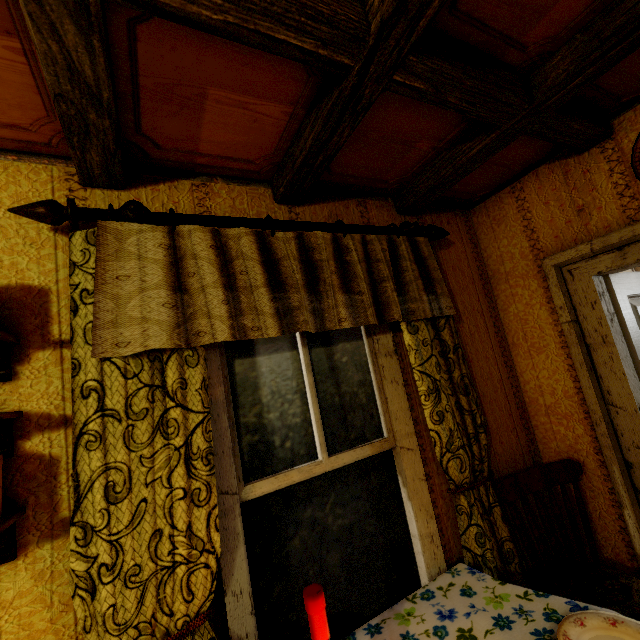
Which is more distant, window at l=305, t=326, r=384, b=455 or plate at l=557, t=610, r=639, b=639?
window at l=305, t=326, r=384, b=455

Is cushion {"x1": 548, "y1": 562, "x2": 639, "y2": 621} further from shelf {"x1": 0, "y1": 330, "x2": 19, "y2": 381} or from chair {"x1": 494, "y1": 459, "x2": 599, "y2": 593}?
shelf {"x1": 0, "y1": 330, "x2": 19, "y2": 381}

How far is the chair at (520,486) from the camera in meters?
1.7 m

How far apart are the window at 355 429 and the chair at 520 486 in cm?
70

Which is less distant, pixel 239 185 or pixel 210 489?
pixel 210 489

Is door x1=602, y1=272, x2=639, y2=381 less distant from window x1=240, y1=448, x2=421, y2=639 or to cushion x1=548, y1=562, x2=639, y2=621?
cushion x1=548, y1=562, x2=639, y2=621

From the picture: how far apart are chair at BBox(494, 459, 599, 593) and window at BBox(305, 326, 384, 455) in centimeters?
70cm
